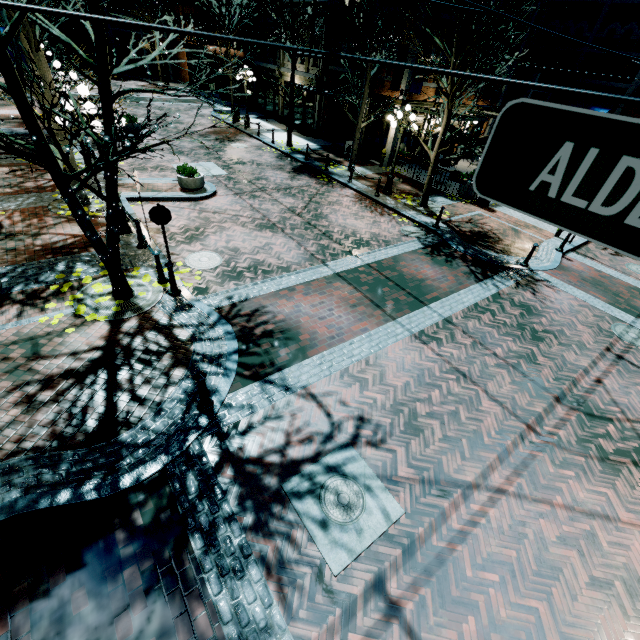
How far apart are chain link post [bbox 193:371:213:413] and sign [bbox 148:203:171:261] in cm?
372

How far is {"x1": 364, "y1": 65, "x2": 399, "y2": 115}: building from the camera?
17.9 meters

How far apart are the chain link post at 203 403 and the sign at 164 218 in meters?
3.7 m

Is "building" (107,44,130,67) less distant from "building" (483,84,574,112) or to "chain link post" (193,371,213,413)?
"building" (483,84,574,112)

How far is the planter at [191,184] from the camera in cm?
1271

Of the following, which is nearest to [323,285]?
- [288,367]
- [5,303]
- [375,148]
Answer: [288,367]

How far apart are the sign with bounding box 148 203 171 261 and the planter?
6.6 meters

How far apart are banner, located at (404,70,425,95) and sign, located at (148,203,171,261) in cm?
1593
